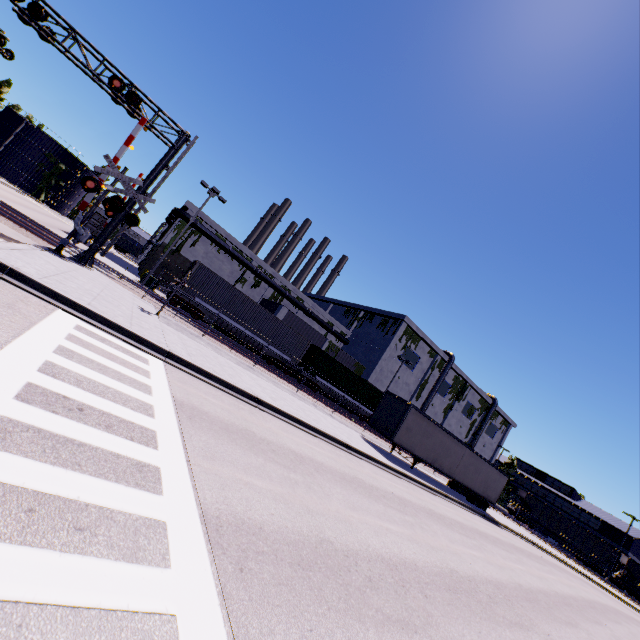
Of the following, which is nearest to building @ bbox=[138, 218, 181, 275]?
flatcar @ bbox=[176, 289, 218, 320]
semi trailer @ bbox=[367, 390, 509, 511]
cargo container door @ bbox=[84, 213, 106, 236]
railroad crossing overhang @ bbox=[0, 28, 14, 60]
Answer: semi trailer @ bbox=[367, 390, 509, 511]

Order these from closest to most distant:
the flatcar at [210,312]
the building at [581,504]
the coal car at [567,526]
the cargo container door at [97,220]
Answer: the flatcar at [210,312] → the cargo container door at [97,220] → the coal car at [567,526] → the building at [581,504]

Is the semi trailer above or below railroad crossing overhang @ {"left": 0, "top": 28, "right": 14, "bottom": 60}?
below

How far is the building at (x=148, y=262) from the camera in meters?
37.9 m

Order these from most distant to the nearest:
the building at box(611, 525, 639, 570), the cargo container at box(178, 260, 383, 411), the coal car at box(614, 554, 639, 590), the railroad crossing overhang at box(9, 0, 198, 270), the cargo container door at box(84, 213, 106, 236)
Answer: the building at box(611, 525, 639, 570)
the coal car at box(614, 554, 639, 590)
the cargo container door at box(84, 213, 106, 236)
the cargo container at box(178, 260, 383, 411)
the railroad crossing overhang at box(9, 0, 198, 270)

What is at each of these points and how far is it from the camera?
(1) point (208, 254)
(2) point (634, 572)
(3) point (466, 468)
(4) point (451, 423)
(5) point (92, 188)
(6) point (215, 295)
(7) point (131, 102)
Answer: (1) building, 41.5 meters
(2) coal car, 41.8 meters
(3) semi trailer, 25.2 meters
(4) building, 56.8 meters
(5) railroad crossing gate, 14.6 meters
(6) cargo container, 25.5 meters
(7) railroad crossing overhang, 15.5 meters

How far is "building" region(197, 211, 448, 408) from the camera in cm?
4141

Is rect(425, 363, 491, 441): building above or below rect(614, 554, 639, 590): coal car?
above
